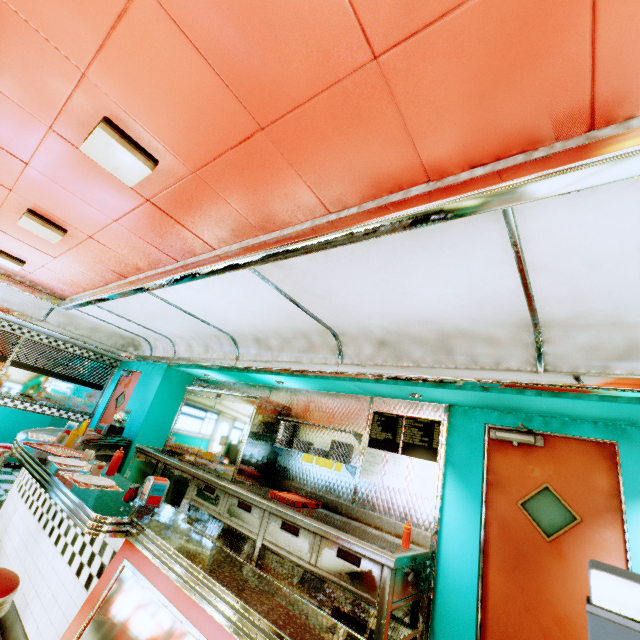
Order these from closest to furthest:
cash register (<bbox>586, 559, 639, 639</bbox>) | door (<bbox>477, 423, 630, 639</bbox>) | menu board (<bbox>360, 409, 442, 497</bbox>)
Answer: cash register (<bbox>586, 559, 639, 639</bbox>)
door (<bbox>477, 423, 630, 639</bbox>)
menu board (<bbox>360, 409, 442, 497</bbox>)

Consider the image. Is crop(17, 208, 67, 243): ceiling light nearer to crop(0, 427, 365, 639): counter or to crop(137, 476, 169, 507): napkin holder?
crop(0, 427, 365, 639): counter

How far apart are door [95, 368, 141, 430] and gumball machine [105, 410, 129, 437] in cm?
89

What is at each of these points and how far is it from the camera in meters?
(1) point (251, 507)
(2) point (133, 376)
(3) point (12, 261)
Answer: (1) kitchen counter, 3.7 m
(2) door, 7.5 m
(3) ceiling light, 4.4 m

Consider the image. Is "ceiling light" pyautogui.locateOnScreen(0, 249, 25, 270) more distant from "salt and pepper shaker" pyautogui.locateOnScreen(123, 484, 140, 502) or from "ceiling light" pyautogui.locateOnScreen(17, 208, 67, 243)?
"salt and pepper shaker" pyautogui.locateOnScreen(123, 484, 140, 502)

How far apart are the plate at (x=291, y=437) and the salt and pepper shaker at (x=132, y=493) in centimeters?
232cm

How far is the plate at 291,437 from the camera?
4.0 meters

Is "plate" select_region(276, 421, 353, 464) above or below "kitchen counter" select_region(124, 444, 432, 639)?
above
